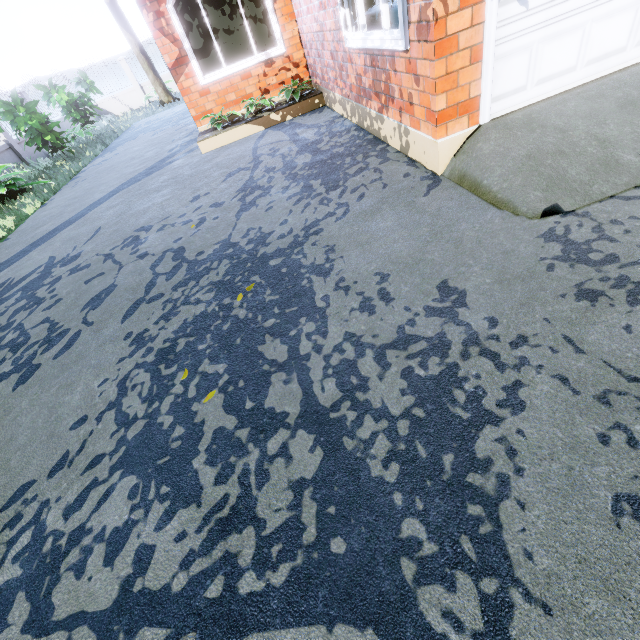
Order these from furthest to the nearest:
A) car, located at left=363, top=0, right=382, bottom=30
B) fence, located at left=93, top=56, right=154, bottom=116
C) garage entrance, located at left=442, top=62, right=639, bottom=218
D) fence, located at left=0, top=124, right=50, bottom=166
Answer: fence, located at left=93, top=56, right=154, bottom=116 < fence, located at left=0, top=124, right=50, bottom=166 < car, located at left=363, top=0, right=382, bottom=30 < garage entrance, located at left=442, top=62, right=639, bottom=218

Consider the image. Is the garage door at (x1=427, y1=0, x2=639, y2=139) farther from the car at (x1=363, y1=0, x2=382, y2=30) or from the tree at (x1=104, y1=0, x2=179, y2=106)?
the tree at (x1=104, y1=0, x2=179, y2=106)

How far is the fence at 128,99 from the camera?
18.5m

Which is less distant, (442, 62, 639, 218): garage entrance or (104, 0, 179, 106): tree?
(442, 62, 639, 218): garage entrance

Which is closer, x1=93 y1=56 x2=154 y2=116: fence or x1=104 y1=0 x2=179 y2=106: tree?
x1=104 y1=0 x2=179 y2=106: tree

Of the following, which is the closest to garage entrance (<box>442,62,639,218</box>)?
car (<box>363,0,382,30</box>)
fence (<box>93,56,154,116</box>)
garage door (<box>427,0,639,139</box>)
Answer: garage door (<box>427,0,639,139</box>)

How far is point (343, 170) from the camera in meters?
4.2 m

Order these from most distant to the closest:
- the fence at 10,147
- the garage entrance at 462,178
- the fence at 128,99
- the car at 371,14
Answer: the fence at 128,99 < the fence at 10,147 < the car at 371,14 < the garage entrance at 462,178
